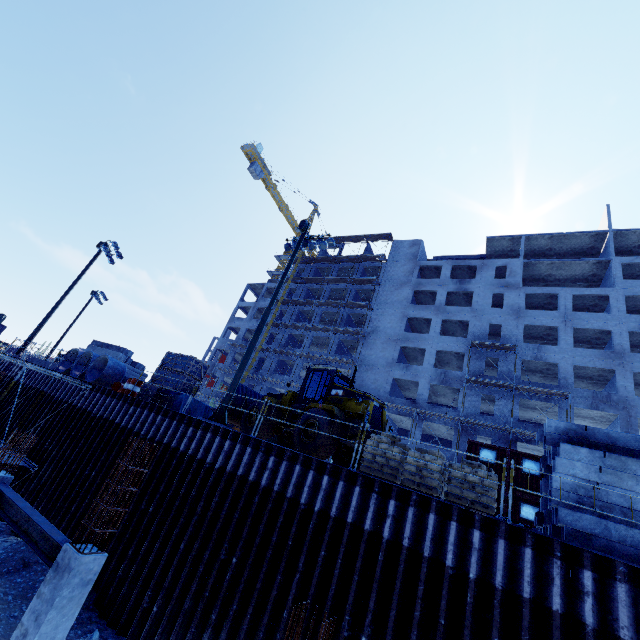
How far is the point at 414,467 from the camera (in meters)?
9.48

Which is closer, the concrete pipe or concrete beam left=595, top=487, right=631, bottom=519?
concrete beam left=595, top=487, right=631, bottom=519

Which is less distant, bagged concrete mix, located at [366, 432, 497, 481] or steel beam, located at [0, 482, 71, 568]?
steel beam, located at [0, 482, 71, 568]

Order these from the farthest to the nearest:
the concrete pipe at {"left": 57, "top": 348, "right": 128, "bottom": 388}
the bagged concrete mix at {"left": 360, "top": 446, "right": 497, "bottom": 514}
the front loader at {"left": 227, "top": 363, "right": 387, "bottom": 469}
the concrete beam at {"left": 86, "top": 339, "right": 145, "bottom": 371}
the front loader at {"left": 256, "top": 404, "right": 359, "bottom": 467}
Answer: the concrete beam at {"left": 86, "top": 339, "right": 145, "bottom": 371} → the concrete pipe at {"left": 57, "top": 348, "right": 128, "bottom": 388} → the front loader at {"left": 227, "top": 363, "right": 387, "bottom": 469} → the front loader at {"left": 256, "top": 404, "right": 359, "bottom": 467} → the bagged concrete mix at {"left": 360, "top": 446, "right": 497, "bottom": 514}

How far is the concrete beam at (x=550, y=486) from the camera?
7.75m

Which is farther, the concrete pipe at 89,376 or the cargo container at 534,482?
the cargo container at 534,482

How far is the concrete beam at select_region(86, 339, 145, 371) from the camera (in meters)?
24.66

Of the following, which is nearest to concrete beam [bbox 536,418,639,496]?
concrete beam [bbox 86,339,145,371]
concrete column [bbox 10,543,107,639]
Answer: concrete column [bbox 10,543,107,639]
